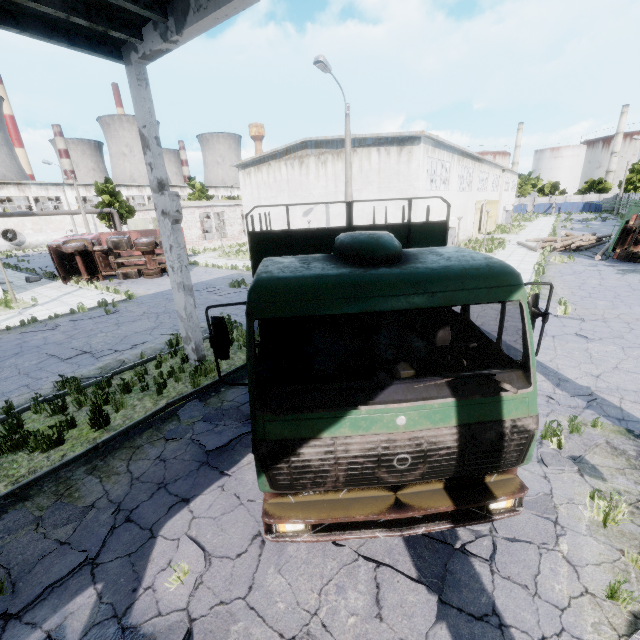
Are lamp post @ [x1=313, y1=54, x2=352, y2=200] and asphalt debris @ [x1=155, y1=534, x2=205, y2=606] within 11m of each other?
no

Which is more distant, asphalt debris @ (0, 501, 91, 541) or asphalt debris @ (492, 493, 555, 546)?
asphalt debris @ (0, 501, 91, 541)

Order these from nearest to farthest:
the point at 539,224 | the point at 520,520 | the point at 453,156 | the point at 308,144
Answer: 1. the point at 520,520
2. the point at 308,144
3. the point at 453,156
4. the point at 539,224

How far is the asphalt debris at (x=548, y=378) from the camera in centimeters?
771cm

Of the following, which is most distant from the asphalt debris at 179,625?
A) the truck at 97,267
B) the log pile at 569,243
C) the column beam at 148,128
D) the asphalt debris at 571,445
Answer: the log pile at 569,243

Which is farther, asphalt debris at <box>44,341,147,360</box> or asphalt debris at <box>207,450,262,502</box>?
asphalt debris at <box>44,341,147,360</box>

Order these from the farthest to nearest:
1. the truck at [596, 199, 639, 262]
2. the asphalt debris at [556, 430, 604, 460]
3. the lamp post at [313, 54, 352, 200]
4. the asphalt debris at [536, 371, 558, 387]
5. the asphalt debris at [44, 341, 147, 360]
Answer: the truck at [596, 199, 639, 262] < the lamp post at [313, 54, 352, 200] < the asphalt debris at [44, 341, 147, 360] < the asphalt debris at [536, 371, 558, 387] < the asphalt debris at [556, 430, 604, 460]

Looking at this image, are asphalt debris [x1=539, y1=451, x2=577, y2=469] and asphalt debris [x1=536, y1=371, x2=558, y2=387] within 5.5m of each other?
yes
